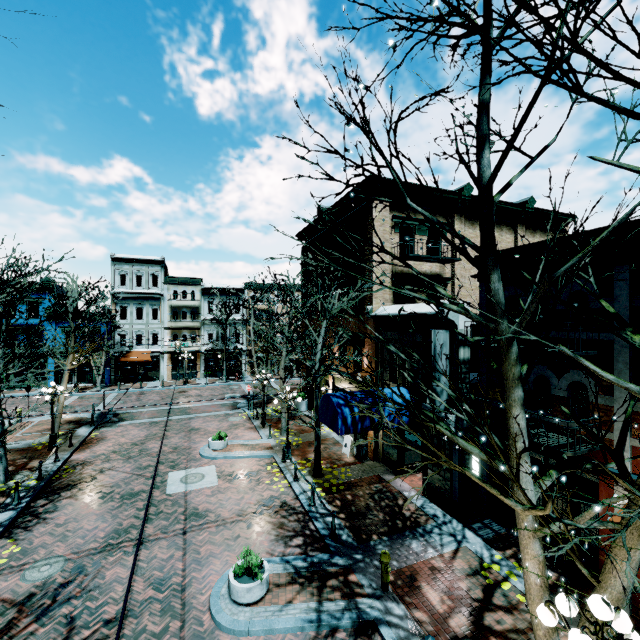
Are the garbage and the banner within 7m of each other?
yes

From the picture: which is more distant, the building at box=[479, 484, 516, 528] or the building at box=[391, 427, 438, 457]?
the building at box=[391, 427, 438, 457]

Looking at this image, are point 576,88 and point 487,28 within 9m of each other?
yes

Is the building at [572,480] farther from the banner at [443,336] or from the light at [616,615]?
the light at [616,615]

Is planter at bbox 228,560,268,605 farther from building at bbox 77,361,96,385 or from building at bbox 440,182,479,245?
building at bbox 77,361,96,385

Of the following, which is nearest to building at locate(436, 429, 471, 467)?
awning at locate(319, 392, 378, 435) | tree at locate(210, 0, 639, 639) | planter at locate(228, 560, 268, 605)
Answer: awning at locate(319, 392, 378, 435)

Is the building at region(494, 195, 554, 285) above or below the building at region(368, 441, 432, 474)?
above

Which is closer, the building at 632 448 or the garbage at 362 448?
the building at 632 448
